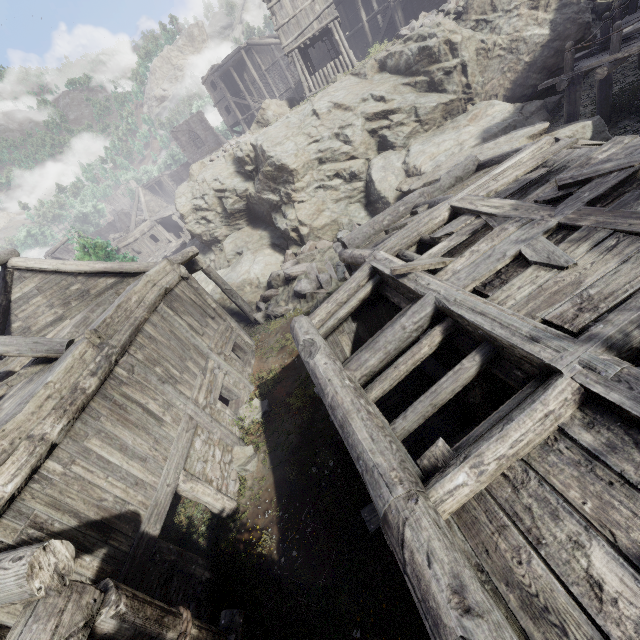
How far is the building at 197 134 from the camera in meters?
50.3 m

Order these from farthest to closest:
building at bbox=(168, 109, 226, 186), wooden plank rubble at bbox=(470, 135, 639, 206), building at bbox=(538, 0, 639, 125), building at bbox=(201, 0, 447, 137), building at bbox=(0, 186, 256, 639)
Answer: building at bbox=(168, 109, 226, 186) < building at bbox=(201, 0, 447, 137) < building at bbox=(538, 0, 639, 125) < wooden plank rubble at bbox=(470, 135, 639, 206) < building at bbox=(0, 186, 256, 639)

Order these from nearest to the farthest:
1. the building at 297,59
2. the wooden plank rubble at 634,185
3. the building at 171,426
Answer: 1. the building at 171,426
2. the wooden plank rubble at 634,185
3. the building at 297,59

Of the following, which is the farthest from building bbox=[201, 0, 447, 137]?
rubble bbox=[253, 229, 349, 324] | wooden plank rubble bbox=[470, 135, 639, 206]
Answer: rubble bbox=[253, 229, 349, 324]

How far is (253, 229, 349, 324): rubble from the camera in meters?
13.2

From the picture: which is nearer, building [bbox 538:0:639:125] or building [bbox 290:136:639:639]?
building [bbox 290:136:639:639]

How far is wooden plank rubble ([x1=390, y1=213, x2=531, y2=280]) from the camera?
5.16m

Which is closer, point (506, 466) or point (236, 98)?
point (506, 466)
